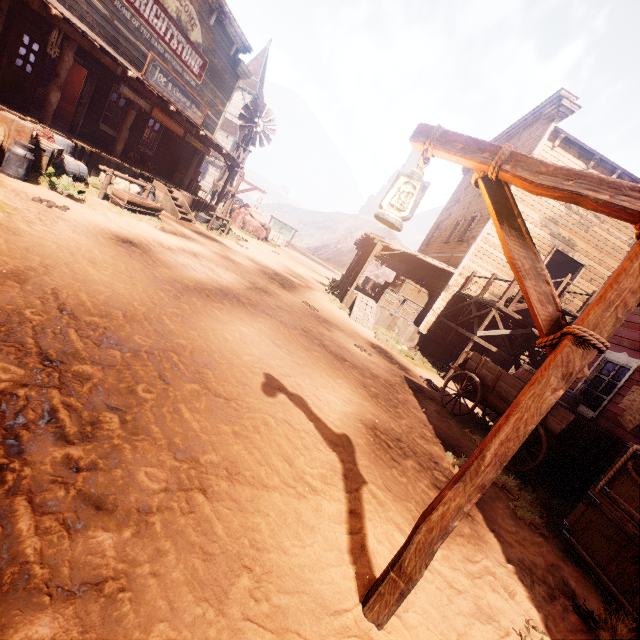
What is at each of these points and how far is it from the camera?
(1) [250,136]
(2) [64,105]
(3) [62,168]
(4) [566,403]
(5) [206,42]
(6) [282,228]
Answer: (1) windmill, 22.91m
(2) shop shelf, 13.63m
(3) barrel, 8.80m
(4) barrel, 6.94m
(5) building, 14.46m
(6) sign, 35.12m

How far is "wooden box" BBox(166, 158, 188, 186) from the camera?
15.9 meters

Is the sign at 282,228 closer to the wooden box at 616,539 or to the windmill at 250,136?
the windmill at 250,136

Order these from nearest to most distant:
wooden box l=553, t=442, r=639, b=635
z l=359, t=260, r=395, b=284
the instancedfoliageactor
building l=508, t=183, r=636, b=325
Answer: wooden box l=553, t=442, r=639, b=635 < building l=508, t=183, r=636, b=325 < the instancedfoliageactor < z l=359, t=260, r=395, b=284

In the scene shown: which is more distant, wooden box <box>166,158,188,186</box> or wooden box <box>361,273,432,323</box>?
wooden box <box>166,158,188,186</box>

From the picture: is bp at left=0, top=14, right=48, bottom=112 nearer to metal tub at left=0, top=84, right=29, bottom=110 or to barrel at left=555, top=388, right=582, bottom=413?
metal tub at left=0, top=84, right=29, bottom=110

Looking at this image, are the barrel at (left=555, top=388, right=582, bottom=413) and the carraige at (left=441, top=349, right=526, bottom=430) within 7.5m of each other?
yes

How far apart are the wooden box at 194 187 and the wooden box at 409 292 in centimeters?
1127cm
